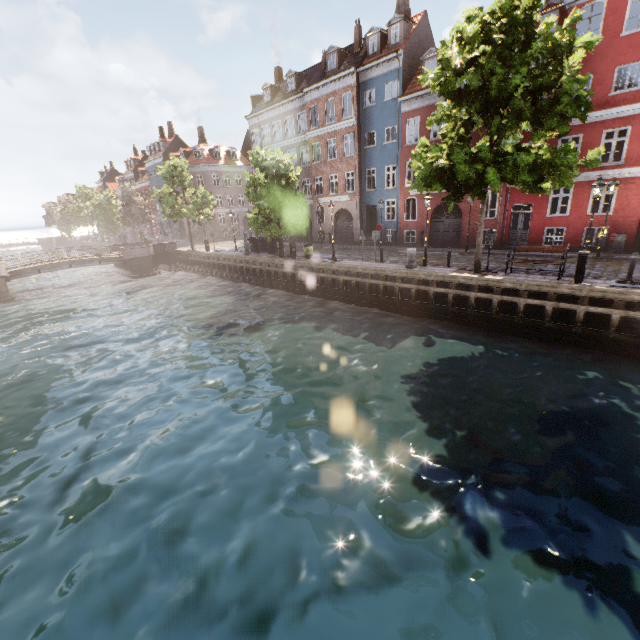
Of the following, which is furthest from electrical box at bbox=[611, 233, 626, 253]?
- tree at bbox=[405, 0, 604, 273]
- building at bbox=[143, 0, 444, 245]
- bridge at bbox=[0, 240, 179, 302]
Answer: bridge at bbox=[0, 240, 179, 302]

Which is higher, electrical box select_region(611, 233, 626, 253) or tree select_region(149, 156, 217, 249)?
tree select_region(149, 156, 217, 249)

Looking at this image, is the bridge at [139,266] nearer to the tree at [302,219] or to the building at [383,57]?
the tree at [302,219]

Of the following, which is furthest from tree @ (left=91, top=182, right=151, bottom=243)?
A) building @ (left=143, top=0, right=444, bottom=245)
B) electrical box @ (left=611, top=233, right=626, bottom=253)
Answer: electrical box @ (left=611, top=233, right=626, bottom=253)

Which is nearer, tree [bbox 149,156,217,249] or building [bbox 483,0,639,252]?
building [bbox 483,0,639,252]

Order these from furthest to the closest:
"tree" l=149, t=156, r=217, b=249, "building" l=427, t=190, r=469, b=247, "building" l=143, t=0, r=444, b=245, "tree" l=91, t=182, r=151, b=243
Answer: "tree" l=91, t=182, r=151, b=243 → "tree" l=149, t=156, r=217, b=249 → "building" l=143, t=0, r=444, b=245 → "building" l=427, t=190, r=469, b=247

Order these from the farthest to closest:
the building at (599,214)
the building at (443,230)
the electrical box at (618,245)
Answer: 1. the building at (443,230)
2. the building at (599,214)
3. the electrical box at (618,245)

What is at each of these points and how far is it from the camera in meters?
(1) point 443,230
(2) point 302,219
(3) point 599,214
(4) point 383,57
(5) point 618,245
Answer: (1) building, 25.1
(2) tree, 24.2
(3) building, 18.6
(4) building, 24.1
(5) electrical box, 17.9
